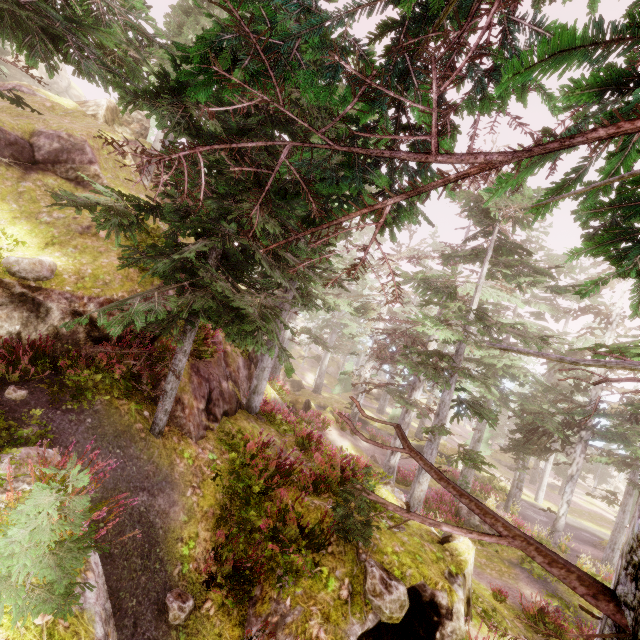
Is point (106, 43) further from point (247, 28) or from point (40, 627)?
point (40, 627)

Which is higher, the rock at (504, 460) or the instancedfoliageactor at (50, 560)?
the instancedfoliageactor at (50, 560)

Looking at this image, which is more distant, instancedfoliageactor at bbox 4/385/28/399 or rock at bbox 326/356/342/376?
rock at bbox 326/356/342/376

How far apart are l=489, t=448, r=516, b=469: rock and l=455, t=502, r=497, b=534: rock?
30.9m

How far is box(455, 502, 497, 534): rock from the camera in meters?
16.2 m

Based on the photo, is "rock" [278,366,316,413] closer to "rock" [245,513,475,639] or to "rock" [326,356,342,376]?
"rock" [245,513,475,639]

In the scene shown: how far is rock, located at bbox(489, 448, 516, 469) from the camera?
43.6m

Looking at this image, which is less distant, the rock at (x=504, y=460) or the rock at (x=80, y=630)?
the rock at (x=80, y=630)
